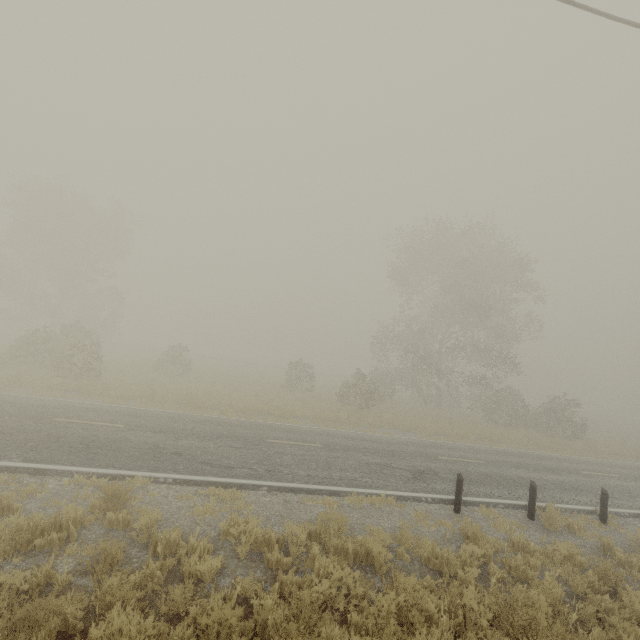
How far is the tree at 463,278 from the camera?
25.5m

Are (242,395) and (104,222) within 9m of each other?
no

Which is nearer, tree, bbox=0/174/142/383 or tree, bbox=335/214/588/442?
tree, bbox=0/174/142/383

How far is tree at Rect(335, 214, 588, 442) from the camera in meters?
25.5

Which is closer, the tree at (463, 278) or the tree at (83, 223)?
the tree at (83, 223)
